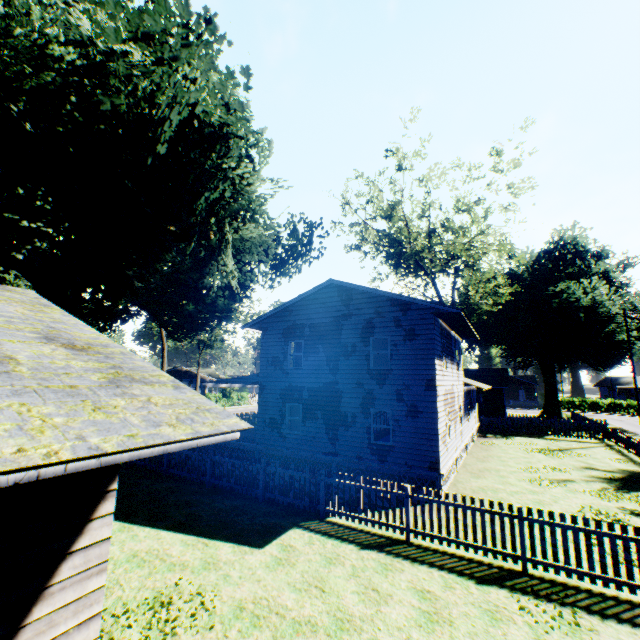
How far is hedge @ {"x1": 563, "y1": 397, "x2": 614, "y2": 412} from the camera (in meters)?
55.69

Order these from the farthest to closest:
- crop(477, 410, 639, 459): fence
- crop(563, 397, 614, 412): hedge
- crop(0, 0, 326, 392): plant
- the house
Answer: crop(563, 397, 614, 412): hedge, crop(477, 410, 639, 459): fence, crop(0, 0, 326, 392): plant, the house

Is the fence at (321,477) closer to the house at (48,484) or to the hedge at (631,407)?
the house at (48,484)

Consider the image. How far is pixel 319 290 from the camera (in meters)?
18.06

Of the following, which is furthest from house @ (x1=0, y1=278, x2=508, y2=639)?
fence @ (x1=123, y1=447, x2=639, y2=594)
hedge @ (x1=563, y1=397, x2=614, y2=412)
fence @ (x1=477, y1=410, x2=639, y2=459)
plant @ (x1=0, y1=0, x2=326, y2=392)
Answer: hedge @ (x1=563, y1=397, x2=614, y2=412)

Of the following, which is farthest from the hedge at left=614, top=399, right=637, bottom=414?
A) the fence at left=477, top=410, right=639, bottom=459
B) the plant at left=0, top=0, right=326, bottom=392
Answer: the fence at left=477, top=410, right=639, bottom=459

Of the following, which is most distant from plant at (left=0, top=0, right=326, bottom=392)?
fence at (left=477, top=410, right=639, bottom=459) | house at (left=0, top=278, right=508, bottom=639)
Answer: fence at (left=477, top=410, right=639, bottom=459)

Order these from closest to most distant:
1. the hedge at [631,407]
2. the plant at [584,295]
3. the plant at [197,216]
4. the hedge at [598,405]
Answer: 1. the plant at [197,216]
2. the plant at [584,295]
3. the hedge at [631,407]
4. the hedge at [598,405]
